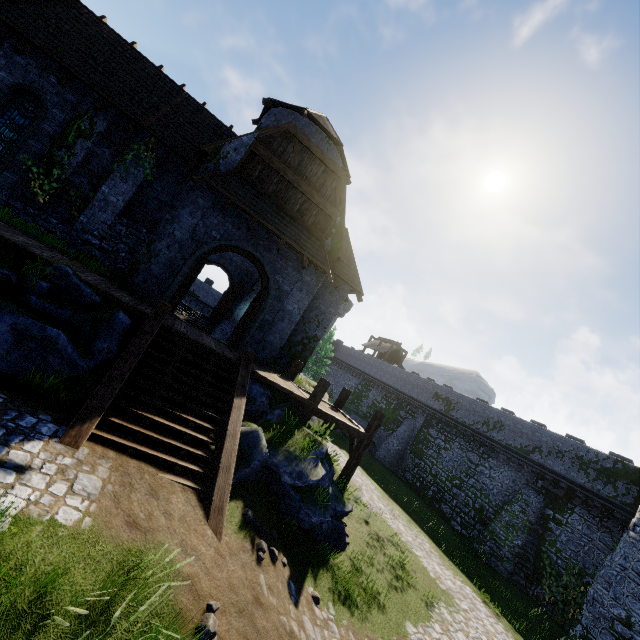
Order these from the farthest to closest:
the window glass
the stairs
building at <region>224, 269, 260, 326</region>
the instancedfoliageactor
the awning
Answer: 1. building at <region>224, 269, 260, 326</region>
2. the window glass
3. the awning
4. the stairs
5. the instancedfoliageactor

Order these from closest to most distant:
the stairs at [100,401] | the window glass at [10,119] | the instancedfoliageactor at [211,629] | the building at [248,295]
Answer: the instancedfoliageactor at [211,629] < the stairs at [100,401] < the window glass at [10,119] < the building at [248,295]

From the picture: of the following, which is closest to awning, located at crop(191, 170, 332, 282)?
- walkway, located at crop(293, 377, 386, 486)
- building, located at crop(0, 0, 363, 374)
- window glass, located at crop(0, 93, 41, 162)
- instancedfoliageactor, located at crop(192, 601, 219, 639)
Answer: building, located at crop(0, 0, 363, 374)

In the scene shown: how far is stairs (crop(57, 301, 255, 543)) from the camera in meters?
6.4 m

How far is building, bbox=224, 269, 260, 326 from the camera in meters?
21.0 m

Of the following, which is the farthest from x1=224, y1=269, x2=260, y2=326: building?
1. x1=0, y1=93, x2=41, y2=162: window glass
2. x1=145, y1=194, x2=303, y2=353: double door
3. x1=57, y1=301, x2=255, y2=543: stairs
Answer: x1=57, y1=301, x2=255, y2=543: stairs

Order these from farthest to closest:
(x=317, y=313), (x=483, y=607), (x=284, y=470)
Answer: (x=317, y=313) → (x=483, y=607) → (x=284, y=470)

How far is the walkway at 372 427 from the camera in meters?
11.8
